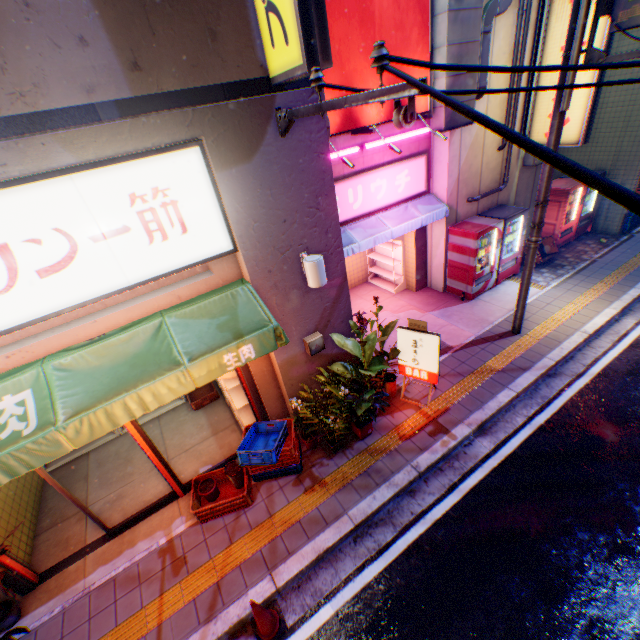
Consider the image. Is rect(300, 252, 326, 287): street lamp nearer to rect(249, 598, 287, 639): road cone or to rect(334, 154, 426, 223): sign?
rect(334, 154, 426, 223): sign

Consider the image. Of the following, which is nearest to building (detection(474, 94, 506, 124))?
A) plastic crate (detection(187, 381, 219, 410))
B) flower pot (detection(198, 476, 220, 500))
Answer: plastic crate (detection(187, 381, 219, 410))

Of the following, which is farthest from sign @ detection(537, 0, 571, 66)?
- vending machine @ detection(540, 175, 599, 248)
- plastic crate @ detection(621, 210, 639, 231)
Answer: plastic crate @ detection(621, 210, 639, 231)

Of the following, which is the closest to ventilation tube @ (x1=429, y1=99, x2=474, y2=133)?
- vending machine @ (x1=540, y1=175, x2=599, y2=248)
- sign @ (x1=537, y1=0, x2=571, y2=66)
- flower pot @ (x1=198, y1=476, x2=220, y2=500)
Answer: sign @ (x1=537, y1=0, x2=571, y2=66)

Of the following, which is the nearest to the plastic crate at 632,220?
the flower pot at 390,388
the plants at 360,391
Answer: the plants at 360,391

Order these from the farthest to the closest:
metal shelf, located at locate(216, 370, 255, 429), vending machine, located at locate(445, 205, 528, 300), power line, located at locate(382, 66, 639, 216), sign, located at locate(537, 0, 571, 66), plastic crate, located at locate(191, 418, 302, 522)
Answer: vending machine, located at locate(445, 205, 528, 300), sign, located at locate(537, 0, 571, 66), metal shelf, located at locate(216, 370, 255, 429), plastic crate, located at locate(191, 418, 302, 522), power line, located at locate(382, 66, 639, 216)

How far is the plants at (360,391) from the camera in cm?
545

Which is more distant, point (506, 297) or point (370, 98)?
point (506, 297)
